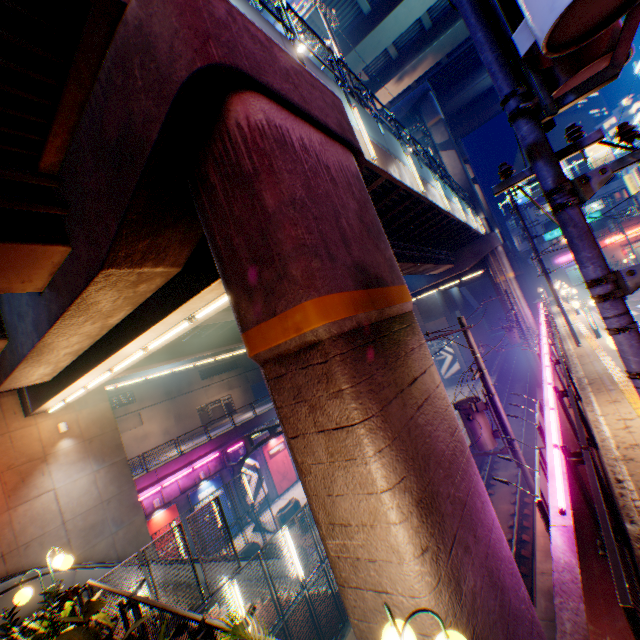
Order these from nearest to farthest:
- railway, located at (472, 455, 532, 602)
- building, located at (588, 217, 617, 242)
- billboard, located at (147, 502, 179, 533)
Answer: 1. railway, located at (472, 455, 532, 602)
2. billboard, located at (147, 502, 179, 533)
3. building, located at (588, 217, 617, 242)

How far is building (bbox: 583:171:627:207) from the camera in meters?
48.1

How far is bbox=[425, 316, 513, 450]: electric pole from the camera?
10.54m

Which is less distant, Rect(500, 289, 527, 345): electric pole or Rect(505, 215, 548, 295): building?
Rect(500, 289, 527, 345): electric pole

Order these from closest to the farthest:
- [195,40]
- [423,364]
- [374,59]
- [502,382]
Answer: [195,40], [423,364], [374,59], [502,382]

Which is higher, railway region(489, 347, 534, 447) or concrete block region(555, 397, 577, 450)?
concrete block region(555, 397, 577, 450)

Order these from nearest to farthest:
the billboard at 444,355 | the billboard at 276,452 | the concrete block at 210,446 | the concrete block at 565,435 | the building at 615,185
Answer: the concrete block at 565,435 < the concrete block at 210,446 < the billboard at 276,452 < the billboard at 444,355 < the building at 615,185

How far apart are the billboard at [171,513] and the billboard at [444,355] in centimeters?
3421cm
